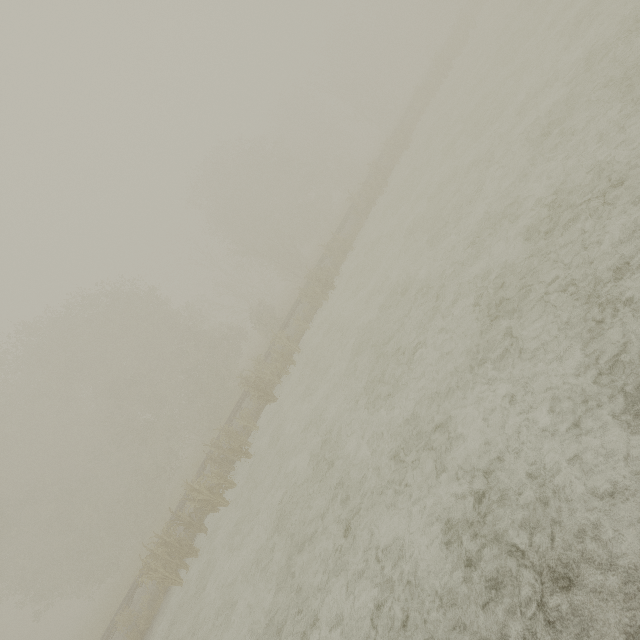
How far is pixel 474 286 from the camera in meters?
6.8
